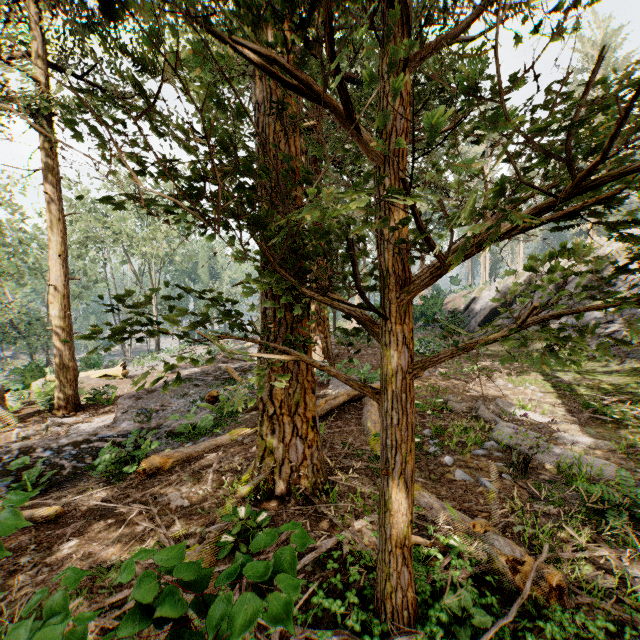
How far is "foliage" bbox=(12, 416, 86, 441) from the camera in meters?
11.8 m

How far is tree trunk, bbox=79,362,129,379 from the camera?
20.6m

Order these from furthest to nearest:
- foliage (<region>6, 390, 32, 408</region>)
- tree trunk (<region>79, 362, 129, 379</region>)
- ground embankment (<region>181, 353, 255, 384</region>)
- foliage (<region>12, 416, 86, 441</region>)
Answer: tree trunk (<region>79, 362, 129, 379</region>) < foliage (<region>6, 390, 32, 408</region>) < ground embankment (<region>181, 353, 255, 384</region>) < foliage (<region>12, 416, 86, 441</region>)

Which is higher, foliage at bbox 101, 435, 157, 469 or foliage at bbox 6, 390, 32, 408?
foliage at bbox 101, 435, 157, 469

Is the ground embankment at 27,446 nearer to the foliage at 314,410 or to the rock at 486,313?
the foliage at 314,410

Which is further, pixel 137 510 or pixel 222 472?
pixel 222 472

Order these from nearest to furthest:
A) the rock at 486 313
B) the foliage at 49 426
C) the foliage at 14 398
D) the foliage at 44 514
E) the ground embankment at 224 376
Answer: the foliage at 44 514 < the foliage at 49 426 < the ground embankment at 224 376 < the foliage at 14 398 < the rock at 486 313
